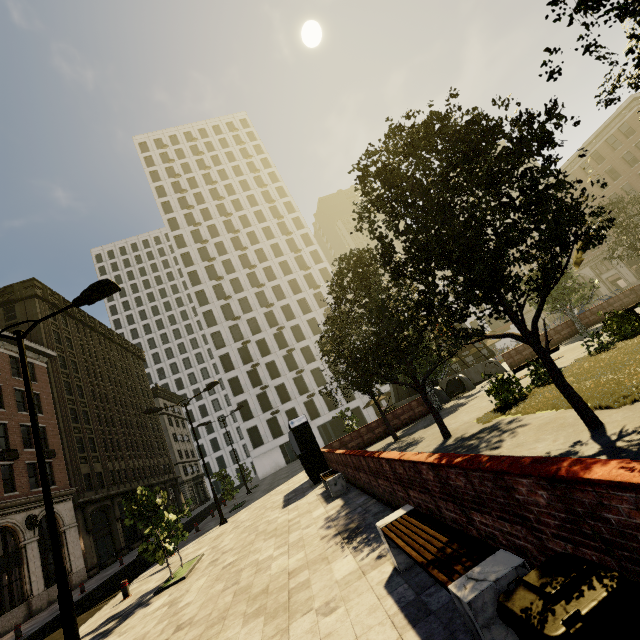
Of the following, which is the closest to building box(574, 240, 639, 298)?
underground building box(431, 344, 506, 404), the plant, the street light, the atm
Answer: the street light

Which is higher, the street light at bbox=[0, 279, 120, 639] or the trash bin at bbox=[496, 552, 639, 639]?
the street light at bbox=[0, 279, 120, 639]

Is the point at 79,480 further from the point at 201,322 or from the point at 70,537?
the point at 201,322

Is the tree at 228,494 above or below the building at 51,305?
below

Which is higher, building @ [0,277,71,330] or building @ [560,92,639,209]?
building @ [0,277,71,330]

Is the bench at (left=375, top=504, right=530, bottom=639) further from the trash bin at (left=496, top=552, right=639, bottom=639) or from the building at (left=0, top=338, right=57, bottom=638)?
the building at (left=0, top=338, right=57, bottom=638)

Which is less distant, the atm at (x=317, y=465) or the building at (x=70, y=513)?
the atm at (x=317, y=465)

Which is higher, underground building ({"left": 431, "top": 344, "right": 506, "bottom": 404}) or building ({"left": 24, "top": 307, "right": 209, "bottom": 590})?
building ({"left": 24, "top": 307, "right": 209, "bottom": 590})
